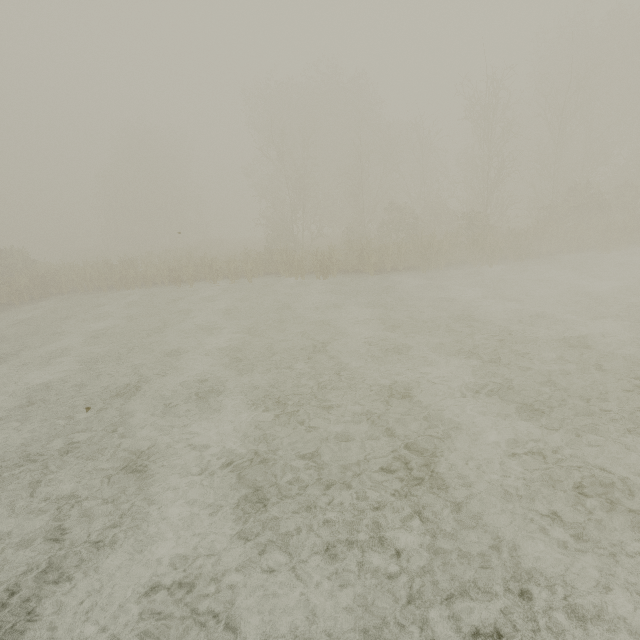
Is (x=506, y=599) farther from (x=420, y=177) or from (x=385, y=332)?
(x=420, y=177)
